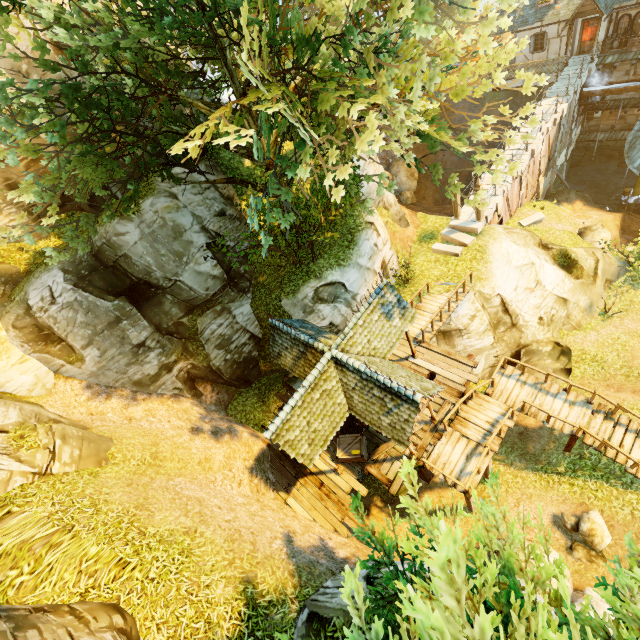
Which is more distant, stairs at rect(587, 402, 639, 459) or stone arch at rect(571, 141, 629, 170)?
stone arch at rect(571, 141, 629, 170)

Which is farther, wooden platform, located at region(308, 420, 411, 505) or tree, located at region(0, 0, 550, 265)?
wooden platform, located at region(308, 420, 411, 505)

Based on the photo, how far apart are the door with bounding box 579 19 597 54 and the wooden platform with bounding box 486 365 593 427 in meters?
27.2

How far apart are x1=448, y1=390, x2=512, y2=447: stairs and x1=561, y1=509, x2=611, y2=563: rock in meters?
3.7 m

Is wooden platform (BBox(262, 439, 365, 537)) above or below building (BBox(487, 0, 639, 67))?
below

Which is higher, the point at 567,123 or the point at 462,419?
the point at 462,419

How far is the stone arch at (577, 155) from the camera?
27.0 meters

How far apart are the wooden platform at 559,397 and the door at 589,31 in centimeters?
2724cm
